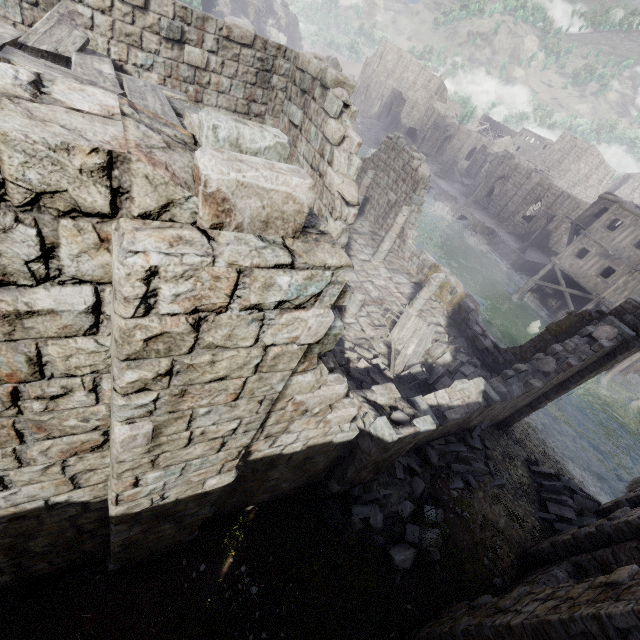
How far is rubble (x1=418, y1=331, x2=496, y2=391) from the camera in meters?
12.0 m

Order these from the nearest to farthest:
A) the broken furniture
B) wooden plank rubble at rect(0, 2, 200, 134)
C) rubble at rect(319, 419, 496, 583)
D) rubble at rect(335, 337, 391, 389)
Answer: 1. wooden plank rubble at rect(0, 2, 200, 134)
2. rubble at rect(319, 419, 496, 583)
3. rubble at rect(335, 337, 391, 389)
4. the broken furniture

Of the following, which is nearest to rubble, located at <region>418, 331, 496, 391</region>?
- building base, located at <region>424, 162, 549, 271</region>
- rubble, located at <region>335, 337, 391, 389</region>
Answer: rubble, located at <region>335, 337, 391, 389</region>

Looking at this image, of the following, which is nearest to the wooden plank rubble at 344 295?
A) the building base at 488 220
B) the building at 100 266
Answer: the building at 100 266

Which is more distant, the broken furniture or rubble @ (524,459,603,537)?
the broken furniture

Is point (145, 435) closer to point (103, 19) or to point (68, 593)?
point (68, 593)

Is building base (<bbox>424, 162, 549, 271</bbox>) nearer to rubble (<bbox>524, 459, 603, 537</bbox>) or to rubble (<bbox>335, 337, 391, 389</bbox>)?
rubble (<bbox>524, 459, 603, 537</bbox>)

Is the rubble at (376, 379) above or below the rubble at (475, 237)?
above
